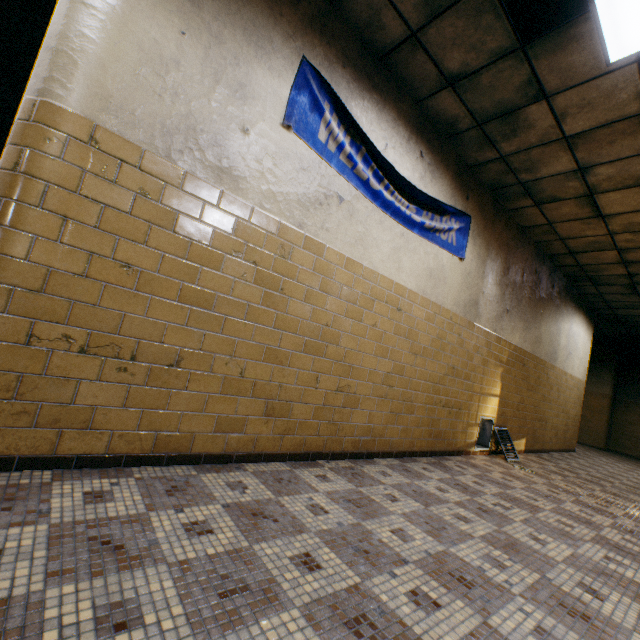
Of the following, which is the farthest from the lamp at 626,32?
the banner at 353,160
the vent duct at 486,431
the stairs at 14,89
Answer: the vent duct at 486,431

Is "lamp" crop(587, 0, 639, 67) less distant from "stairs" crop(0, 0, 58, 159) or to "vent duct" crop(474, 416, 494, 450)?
"stairs" crop(0, 0, 58, 159)

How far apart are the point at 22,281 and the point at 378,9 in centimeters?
342cm

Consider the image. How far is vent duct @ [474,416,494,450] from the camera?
5.2 meters

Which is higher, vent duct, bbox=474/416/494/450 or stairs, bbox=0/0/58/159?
stairs, bbox=0/0/58/159

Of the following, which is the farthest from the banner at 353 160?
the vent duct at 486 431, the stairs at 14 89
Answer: the vent duct at 486 431

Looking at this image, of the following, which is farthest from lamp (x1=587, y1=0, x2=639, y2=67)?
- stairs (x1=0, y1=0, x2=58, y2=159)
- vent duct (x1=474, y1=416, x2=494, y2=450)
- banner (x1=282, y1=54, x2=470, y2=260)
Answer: vent duct (x1=474, y1=416, x2=494, y2=450)

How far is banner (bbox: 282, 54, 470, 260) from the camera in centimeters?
272cm
